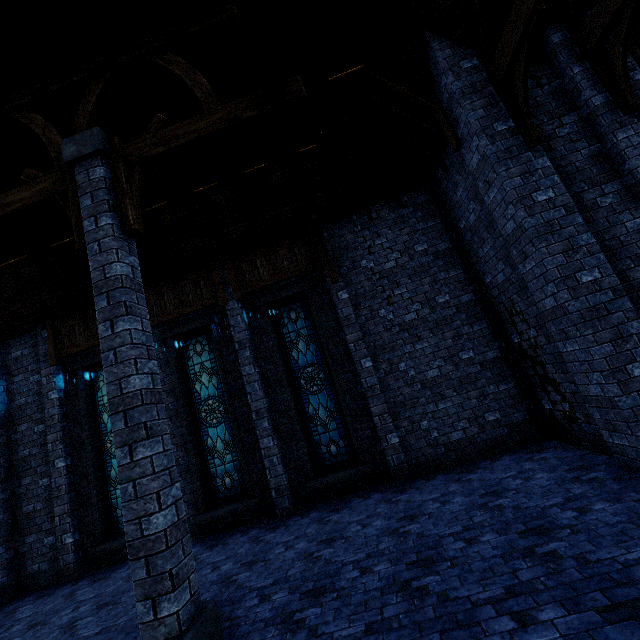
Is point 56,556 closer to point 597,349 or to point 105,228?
point 105,228

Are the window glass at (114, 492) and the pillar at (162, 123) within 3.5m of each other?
no

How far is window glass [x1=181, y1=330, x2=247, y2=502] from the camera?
8.7 meters

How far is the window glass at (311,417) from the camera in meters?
8.5 m

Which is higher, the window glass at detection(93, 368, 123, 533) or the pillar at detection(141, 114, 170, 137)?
the pillar at detection(141, 114, 170, 137)

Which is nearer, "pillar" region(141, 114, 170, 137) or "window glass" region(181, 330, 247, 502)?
"pillar" region(141, 114, 170, 137)

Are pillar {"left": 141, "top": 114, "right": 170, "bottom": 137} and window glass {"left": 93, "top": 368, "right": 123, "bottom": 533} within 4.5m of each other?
no

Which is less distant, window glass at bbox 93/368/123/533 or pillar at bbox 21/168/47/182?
pillar at bbox 21/168/47/182
